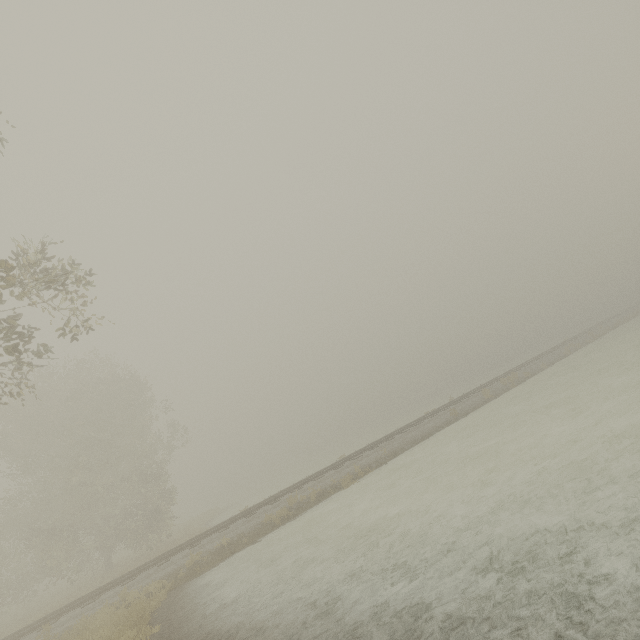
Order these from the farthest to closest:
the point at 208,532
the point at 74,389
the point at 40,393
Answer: →
1. the point at 74,389
2. the point at 40,393
3. the point at 208,532
